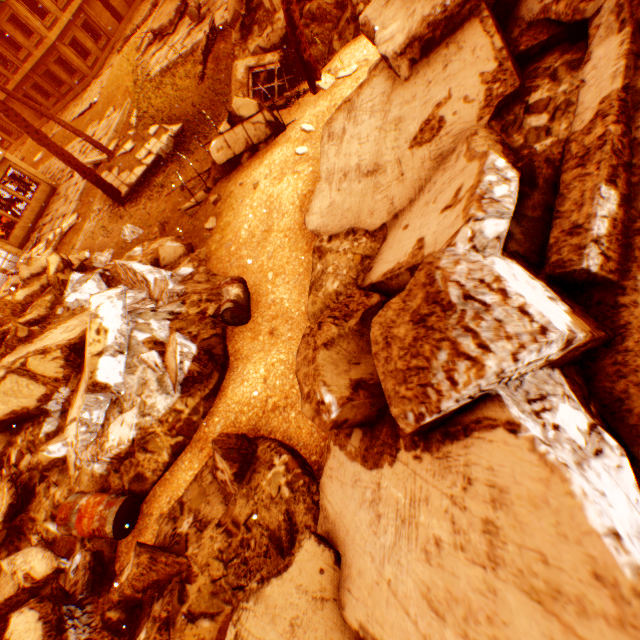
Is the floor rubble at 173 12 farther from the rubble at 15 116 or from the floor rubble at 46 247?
the floor rubble at 46 247

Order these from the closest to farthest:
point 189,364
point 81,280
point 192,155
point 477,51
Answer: point 477,51, point 189,364, point 81,280, point 192,155

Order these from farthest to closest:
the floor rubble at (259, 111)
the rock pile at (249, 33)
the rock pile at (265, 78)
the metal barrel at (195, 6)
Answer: the metal barrel at (195, 6), the rock pile at (265, 78), the rock pile at (249, 33), the floor rubble at (259, 111)

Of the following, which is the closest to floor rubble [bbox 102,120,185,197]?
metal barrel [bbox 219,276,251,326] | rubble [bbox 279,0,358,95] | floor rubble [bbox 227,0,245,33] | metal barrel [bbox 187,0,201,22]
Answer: rubble [bbox 279,0,358,95]

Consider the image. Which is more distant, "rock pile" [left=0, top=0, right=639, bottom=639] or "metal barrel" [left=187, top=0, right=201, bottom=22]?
"metal barrel" [left=187, top=0, right=201, bottom=22]

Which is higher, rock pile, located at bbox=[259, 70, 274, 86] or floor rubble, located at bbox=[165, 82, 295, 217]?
floor rubble, located at bbox=[165, 82, 295, 217]

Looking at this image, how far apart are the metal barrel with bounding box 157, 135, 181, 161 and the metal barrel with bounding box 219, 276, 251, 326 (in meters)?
8.55

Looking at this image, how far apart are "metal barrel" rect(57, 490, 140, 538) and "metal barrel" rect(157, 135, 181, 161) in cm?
1152
